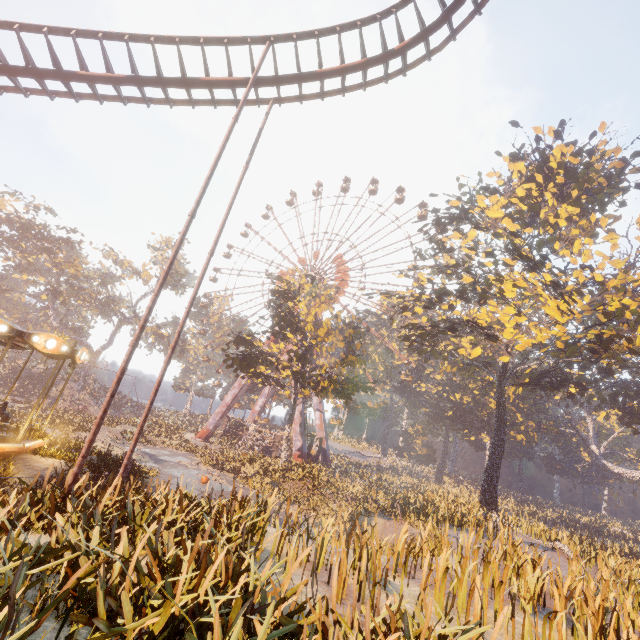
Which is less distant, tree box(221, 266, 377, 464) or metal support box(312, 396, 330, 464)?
tree box(221, 266, 377, 464)

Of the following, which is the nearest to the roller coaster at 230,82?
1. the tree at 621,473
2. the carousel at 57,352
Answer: the carousel at 57,352

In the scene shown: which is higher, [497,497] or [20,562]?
[497,497]

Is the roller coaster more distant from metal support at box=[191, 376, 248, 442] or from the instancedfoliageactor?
metal support at box=[191, 376, 248, 442]

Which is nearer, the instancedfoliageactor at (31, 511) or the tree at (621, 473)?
the instancedfoliageactor at (31, 511)

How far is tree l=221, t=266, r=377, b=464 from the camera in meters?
26.6

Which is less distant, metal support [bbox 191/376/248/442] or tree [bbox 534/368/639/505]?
tree [bbox 534/368/639/505]

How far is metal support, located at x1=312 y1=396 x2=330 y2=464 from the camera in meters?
44.2 m
